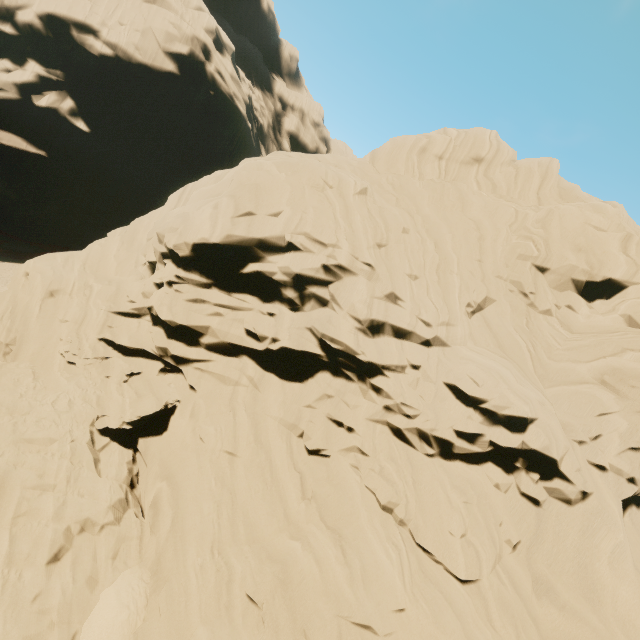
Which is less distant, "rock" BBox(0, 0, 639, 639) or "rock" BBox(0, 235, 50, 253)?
"rock" BBox(0, 0, 639, 639)

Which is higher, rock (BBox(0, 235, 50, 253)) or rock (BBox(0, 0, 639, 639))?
rock (BBox(0, 0, 639, 639))

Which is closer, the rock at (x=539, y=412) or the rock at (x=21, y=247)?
the rock at (x=539, y=412)

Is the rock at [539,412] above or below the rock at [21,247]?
above

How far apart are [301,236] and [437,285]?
8.2m
